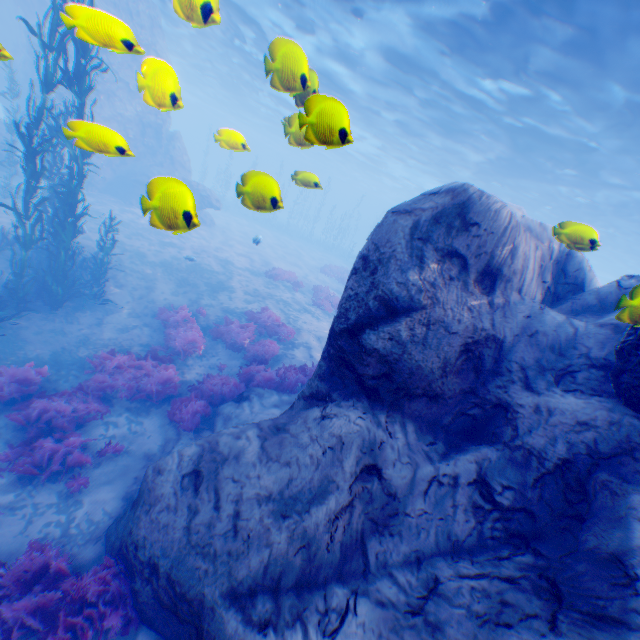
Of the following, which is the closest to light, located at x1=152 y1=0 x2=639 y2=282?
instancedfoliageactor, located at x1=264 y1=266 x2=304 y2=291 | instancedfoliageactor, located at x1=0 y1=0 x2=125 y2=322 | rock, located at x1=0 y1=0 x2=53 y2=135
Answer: rock, located at x1=0 y1=0 x2=53 y2=135

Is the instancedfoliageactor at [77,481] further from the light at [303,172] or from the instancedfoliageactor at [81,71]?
the light at [303,172]

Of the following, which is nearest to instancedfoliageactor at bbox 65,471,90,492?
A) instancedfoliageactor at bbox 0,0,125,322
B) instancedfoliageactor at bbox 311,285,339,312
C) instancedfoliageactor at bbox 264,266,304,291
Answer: instancedfoliageactor at bbox 0,0,125,322

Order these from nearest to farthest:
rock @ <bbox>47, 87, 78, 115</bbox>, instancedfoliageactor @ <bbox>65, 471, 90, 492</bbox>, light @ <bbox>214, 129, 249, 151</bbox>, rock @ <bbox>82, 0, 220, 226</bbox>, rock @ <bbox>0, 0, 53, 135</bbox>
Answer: rock @ <bbox>82, 0, 220, 226</bbox> → light @ <bbox>214, 129, 249, 151</bbox> → instancedfoliageactor @ <bbox>65, 471, 90, 492</bbox> → rock @ <bbox>0, 0, 53, 135</bbox> → rock @ <bbox>47, 87, 78, 115</bbox>

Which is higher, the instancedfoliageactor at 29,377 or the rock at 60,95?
the rock at 60,95

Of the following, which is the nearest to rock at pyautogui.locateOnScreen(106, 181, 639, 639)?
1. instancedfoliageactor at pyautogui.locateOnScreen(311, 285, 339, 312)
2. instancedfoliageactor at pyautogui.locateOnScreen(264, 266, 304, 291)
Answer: instancedfoliageactor at pyautogui.locateOnScreen(311, 285, 339, 312)

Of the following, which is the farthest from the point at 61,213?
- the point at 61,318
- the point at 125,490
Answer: the point at 125,490

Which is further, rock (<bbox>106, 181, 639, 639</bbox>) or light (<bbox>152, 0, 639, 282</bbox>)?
light (<bbox>152, 0, 639, 282</bbox>)
